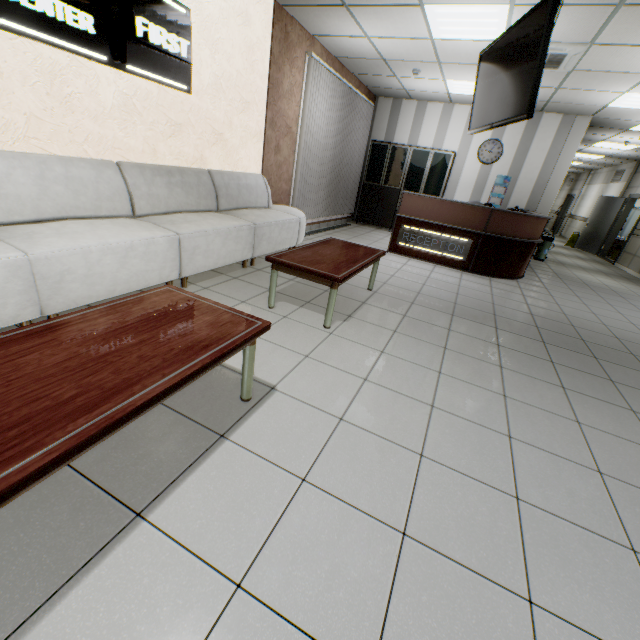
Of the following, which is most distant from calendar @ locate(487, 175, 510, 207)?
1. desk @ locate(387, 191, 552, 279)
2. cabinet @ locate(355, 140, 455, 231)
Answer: cabinet @ locate(355, 140, 455, 231)

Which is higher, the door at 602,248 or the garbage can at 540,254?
the door at 602,248

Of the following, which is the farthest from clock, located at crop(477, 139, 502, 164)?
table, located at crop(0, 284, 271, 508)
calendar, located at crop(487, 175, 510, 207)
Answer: table, located at crop(0, 284, 271, 508)

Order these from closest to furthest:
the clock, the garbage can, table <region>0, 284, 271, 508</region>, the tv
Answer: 1. table <region>0, 284, 271, 508</region>
2. the tv
3. the clock
4. the garbage can

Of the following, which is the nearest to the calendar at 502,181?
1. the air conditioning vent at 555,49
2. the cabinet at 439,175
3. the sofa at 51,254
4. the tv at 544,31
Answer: the cabinet at 439,175

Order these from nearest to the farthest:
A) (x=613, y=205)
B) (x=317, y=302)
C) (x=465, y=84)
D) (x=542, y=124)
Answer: (x=317, y=302), (x=465, y=84), (x=542, y=124), (x=613, y=205)

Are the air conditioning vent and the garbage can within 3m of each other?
no

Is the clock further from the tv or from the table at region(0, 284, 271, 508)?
the table at region(0, 284, 271, 508)
